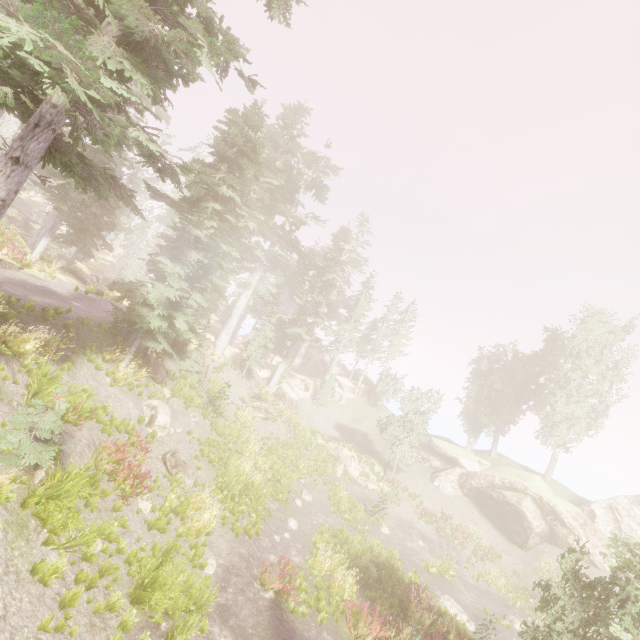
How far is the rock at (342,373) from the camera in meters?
44.8

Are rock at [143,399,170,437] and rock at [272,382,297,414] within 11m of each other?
no

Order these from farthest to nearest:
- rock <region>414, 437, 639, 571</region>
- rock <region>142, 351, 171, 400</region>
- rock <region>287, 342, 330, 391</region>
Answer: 1. rock <region>287, 342, 330, 391</region>
2. rock <region>414, 437, 639, 571</region>
3. rock <region>142, 351, 171, 400</region>

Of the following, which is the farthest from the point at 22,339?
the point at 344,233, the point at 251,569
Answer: the point at 344,233

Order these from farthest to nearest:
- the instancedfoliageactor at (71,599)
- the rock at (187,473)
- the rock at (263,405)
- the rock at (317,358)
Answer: the rock at (317,358)
the rock at (263,405)
the rock at (187,473)
the instancedfoliageactor at (71,599)

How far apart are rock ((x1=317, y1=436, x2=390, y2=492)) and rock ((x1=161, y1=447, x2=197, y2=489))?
16.9m

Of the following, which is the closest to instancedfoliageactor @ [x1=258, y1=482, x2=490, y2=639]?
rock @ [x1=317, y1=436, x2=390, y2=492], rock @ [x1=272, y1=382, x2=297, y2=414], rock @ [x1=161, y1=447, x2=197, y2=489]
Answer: rock @ [x1=272, y1=382, x2=297, y2=414]

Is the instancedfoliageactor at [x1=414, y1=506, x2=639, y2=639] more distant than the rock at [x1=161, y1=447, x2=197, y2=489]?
No
